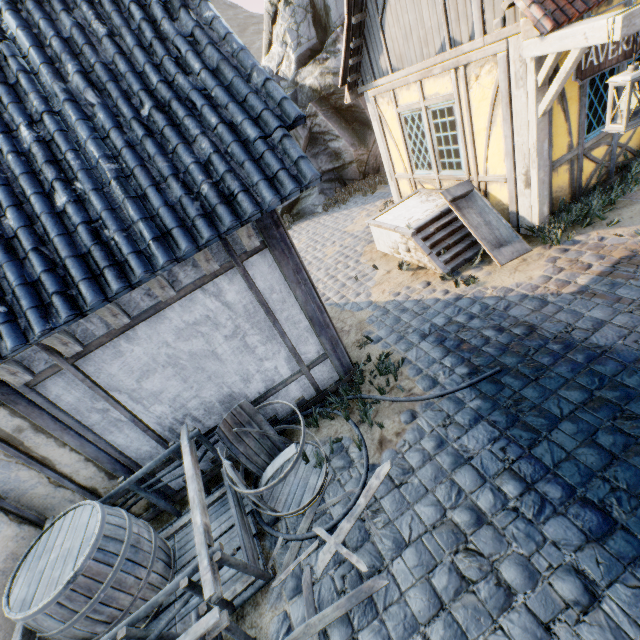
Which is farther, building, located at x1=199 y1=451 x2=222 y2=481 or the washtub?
the washtub

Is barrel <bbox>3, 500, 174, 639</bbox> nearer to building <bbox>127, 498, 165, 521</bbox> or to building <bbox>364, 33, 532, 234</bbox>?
building <bbox>127, 498, 165, 521</bbox>

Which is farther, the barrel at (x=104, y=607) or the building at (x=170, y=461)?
the building at (x=170, y=461)

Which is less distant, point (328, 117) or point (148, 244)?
point (148, 244)

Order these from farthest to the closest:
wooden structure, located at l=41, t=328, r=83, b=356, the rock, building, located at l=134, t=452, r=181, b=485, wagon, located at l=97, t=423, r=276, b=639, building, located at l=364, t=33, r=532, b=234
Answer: the rock → building, located at l=364, t=33, r=532, b=234 → building, located at l=134, t=452, r=181, b=485 → wooden structure, located at l=41, t=328, r=83, b=356 → wagon, located at l=97, t=423, r=276, b=639

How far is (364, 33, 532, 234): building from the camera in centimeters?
478cm

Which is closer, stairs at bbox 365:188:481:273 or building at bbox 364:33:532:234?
building at bbox 364:33:532:234

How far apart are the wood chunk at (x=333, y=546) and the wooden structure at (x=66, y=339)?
A: 2.9 meters
